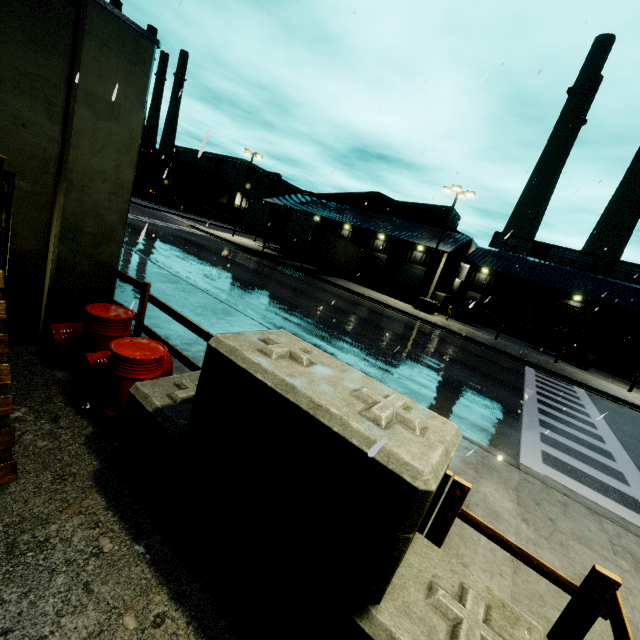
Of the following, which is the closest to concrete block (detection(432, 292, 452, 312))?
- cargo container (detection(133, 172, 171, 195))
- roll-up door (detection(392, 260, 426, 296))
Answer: roll-up door (detection(392, 260, 426, 296))

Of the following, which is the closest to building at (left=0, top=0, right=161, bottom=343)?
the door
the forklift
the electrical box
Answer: the door

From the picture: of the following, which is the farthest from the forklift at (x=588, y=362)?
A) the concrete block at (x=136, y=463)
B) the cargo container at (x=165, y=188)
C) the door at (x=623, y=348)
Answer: the cargo container at (x=165, y=188)

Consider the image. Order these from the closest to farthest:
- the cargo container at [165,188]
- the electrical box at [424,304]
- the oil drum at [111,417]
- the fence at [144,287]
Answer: the oil drum at [111,417] < the fence at [144,287] < the electrical box at [424,304] < the cargo container at [165,188]

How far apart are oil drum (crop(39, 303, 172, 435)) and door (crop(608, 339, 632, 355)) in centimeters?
4133cm

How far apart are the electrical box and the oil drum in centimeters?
2351cm

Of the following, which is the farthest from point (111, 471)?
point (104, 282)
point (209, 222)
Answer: point (209, 222)

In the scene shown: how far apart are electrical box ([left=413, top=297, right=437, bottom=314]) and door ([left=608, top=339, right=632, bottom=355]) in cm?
2006
